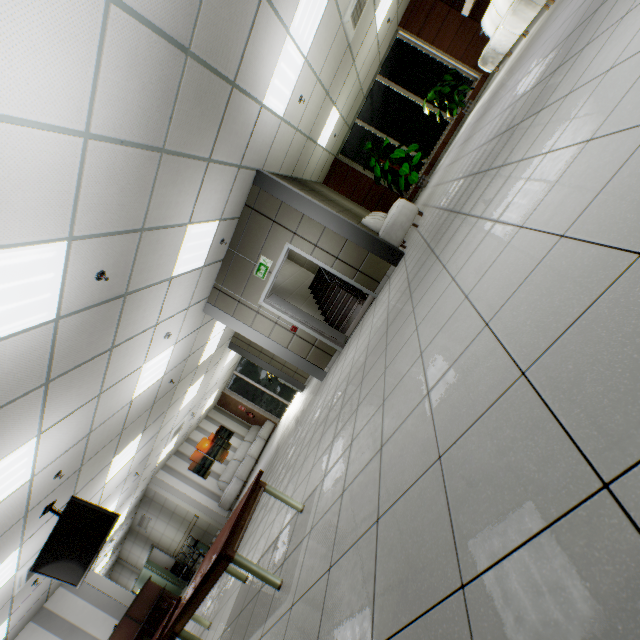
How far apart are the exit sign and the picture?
10.3 meters

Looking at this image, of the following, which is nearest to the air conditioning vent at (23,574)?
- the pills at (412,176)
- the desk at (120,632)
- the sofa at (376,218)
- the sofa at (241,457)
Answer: the desk at (120,632)

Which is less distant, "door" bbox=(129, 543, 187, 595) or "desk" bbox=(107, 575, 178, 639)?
"desk" bbox=(107, 575, 178, 639)

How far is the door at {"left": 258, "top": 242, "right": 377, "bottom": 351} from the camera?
6.6m

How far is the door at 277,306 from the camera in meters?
6.6

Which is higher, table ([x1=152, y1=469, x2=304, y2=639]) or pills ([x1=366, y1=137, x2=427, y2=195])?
pills ([x1=366, y1=137, x2=427, y2=195])

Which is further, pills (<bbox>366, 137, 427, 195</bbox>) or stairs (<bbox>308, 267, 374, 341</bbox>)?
pills (<bbox>366, 137, 427, 195</bbox>)

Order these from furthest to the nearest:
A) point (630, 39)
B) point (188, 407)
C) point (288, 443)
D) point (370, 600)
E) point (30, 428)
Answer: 1. point (188, 407)
2. point (288, 443)
3. point (30, 428)
4. point (630, 39)
5. point (370, 600)
